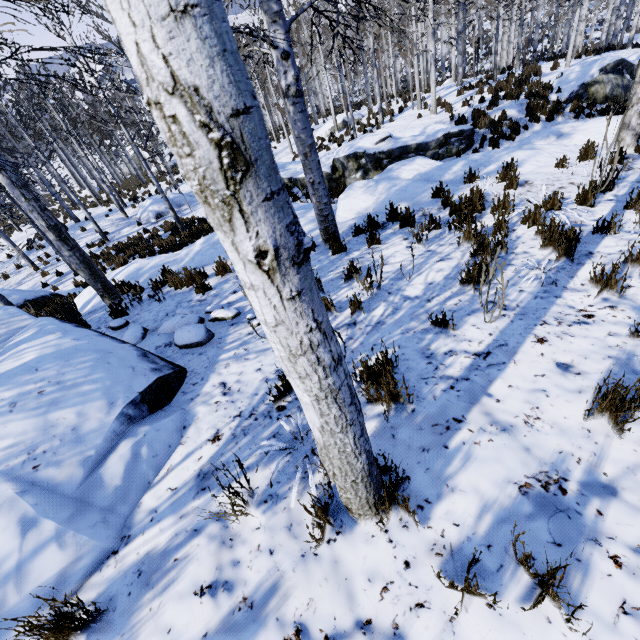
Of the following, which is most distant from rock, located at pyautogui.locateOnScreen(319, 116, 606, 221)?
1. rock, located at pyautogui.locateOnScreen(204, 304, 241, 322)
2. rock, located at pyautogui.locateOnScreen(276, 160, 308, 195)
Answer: rock, located at pyautogui.locateOnScreen(204, 304, 241, 322)

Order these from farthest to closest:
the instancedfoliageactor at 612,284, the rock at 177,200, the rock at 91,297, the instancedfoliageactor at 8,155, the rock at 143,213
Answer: the rock at 177,200 < the rock at 143,213 < the rock at 91,297 < the instancedfoliageactor at 612,284 < the instancedfoliageactor at 8,155

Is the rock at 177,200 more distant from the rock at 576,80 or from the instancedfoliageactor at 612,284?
the rock at 576,80

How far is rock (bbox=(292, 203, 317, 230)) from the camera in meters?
7.4 m

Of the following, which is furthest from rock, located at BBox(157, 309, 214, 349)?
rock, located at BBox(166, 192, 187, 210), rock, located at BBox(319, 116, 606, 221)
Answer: rock, located at BBox(166, 192, 187, 210)

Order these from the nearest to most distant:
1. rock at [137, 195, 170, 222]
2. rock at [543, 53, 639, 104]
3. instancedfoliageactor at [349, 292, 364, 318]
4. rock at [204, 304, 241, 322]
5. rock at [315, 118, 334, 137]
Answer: instancedfoliageactor at [349, 292, 364, 318], rock at [204, 304, 241, 322], rock at [543, 53, 639, 104], rock at [137, 195, 170, 222], rock at [315, 118, 334, 137]

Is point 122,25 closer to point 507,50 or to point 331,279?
point 331,279

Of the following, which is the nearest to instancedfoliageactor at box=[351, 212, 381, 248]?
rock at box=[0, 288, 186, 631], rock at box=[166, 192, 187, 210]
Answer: rock at box=[0, 288, 186, 631]
